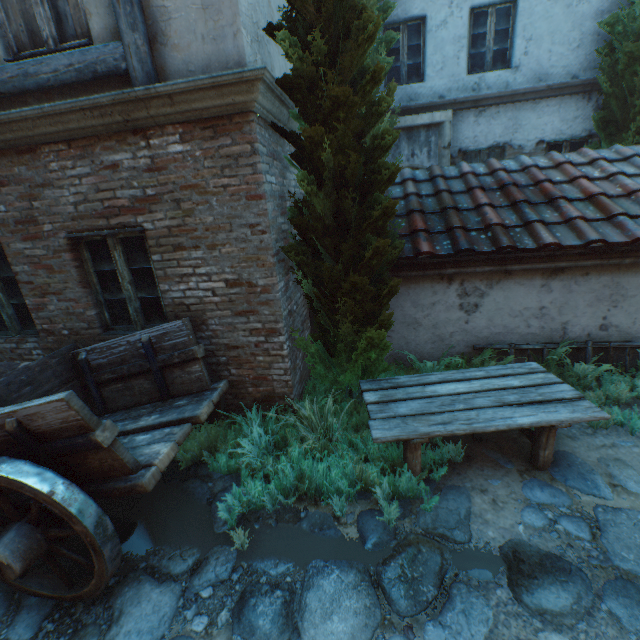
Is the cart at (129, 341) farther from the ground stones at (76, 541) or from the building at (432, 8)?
the building at (432, 8)

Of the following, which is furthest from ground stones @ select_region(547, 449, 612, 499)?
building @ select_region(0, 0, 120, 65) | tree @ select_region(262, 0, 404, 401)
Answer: tree @ select_region(262, 0, 404, 401)

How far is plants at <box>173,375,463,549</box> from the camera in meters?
3.2

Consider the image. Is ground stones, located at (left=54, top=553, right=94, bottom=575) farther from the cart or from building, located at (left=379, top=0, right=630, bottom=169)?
building, located at (left=379, top=0, right=630, bottom=169)

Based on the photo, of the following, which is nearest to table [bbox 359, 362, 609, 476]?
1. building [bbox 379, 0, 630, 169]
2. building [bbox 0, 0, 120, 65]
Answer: building [bbox 0, 0, 120, 65]

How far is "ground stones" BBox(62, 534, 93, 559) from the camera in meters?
3.0 m

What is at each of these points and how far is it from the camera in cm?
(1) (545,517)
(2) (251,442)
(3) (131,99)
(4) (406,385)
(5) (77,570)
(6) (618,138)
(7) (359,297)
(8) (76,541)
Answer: (1) ground stones, 288
(2) plants, 384
(3) building, 299
(4) table, 382
(5) ground stones, 285
(6) tree, 706
(7) tree, 352
(8) ground stones, 312

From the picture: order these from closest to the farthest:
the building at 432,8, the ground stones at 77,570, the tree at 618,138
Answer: the ground stones at 77,570
the tree at 618,138
the building at 432,8
